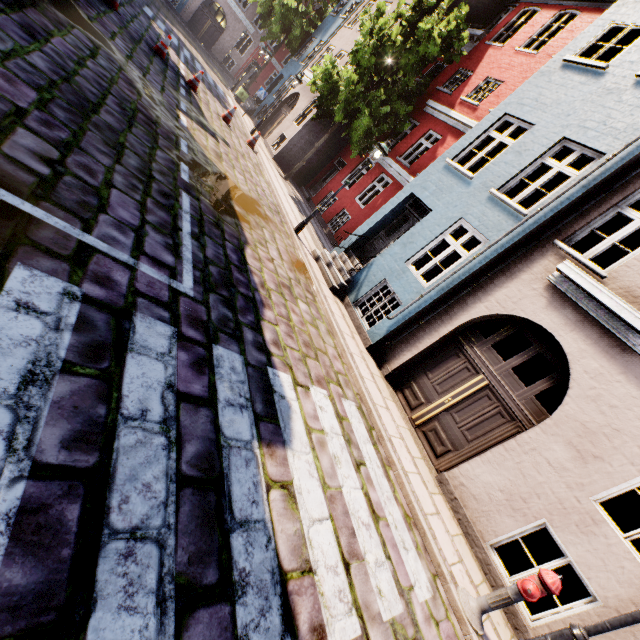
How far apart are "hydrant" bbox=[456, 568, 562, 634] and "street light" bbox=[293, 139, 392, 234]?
9.2 meters

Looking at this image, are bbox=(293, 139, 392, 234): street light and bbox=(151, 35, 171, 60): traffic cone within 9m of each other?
yes

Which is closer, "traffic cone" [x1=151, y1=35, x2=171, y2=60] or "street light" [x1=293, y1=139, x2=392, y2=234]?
"street light" [x1=293, y1=139, x2=392, y2=234]

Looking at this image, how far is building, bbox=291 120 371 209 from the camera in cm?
1716

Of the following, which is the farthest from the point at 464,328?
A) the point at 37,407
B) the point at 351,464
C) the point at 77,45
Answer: the point at 77,45

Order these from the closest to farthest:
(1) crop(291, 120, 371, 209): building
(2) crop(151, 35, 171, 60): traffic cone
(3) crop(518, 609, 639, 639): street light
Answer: (3) crop(518, 609, 639, 639): street light, (2) crop(151, 35, 171, 60): traffic cone, (1) crop(291, 120, 371, 209): building

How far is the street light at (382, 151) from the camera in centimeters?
920cm

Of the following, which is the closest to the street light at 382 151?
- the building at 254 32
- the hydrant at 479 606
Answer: the building at 254 32
